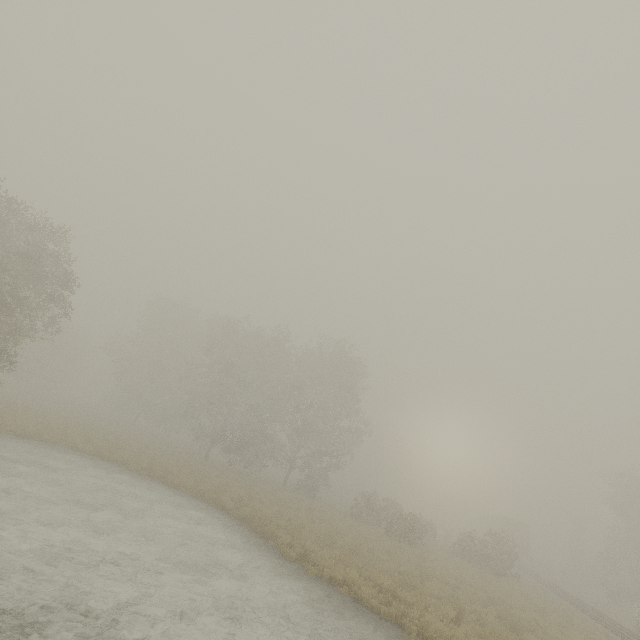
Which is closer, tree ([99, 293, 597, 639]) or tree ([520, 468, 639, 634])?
tree ([99, 293, 597, 639])

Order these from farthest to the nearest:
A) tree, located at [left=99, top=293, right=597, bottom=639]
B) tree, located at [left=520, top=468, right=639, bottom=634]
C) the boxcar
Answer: the boxcar
tree, located at [left=520, top=468, right=639, bottom=634]
tree, located at [left=99, top=293, right=597, bottom=639]

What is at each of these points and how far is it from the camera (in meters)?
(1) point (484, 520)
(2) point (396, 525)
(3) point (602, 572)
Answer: (1) boxcar, 56.94
(2) tree, 25.83
(3) tree, 40.88

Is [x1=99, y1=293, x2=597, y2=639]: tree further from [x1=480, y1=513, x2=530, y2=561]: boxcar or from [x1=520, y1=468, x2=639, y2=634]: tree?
[x1=520, y1=468, x2=639, y2=634]: tree

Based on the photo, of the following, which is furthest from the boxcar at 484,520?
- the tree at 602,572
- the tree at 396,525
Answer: the tree at 396,525

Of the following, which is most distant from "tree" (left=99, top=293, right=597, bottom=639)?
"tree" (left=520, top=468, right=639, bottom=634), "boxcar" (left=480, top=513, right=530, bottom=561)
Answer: "tree" (left=520, top=468, right=639, bottom=634)

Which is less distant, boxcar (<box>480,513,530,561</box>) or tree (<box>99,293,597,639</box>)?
tree (<box>99,293,597,639</box>)
